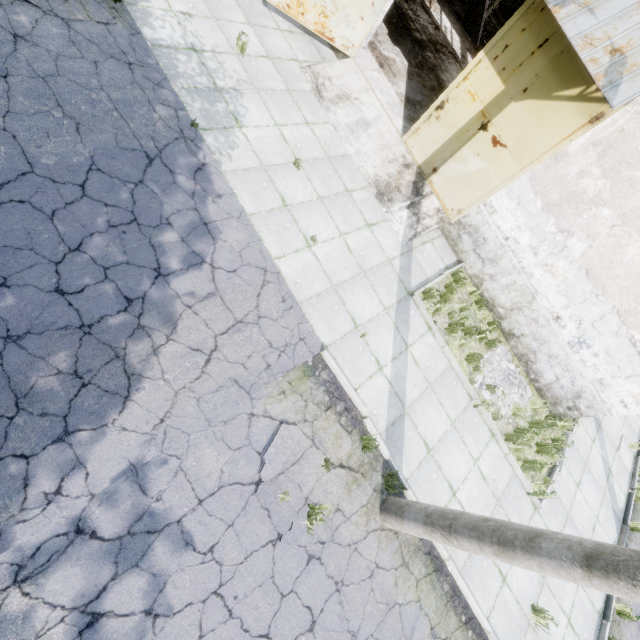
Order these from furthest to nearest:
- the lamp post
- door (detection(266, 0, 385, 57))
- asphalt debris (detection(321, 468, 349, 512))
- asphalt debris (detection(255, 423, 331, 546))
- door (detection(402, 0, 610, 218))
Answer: door (detection(266, 0, 385, 57))
door (detection(402, 0, 610, 218))
asphalt debris (detection(321, 468, 349, 512))
asphalt debris (detection(255, 423, 331, 546))
the lamp post

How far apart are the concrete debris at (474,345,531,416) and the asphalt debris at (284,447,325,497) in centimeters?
402cm

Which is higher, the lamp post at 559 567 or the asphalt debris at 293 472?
the lamp post at 559 567

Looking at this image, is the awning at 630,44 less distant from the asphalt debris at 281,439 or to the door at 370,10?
the door at 370,10

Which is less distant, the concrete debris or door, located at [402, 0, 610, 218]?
door, located at [402, 0, 610, 218]

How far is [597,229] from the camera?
7.0m
